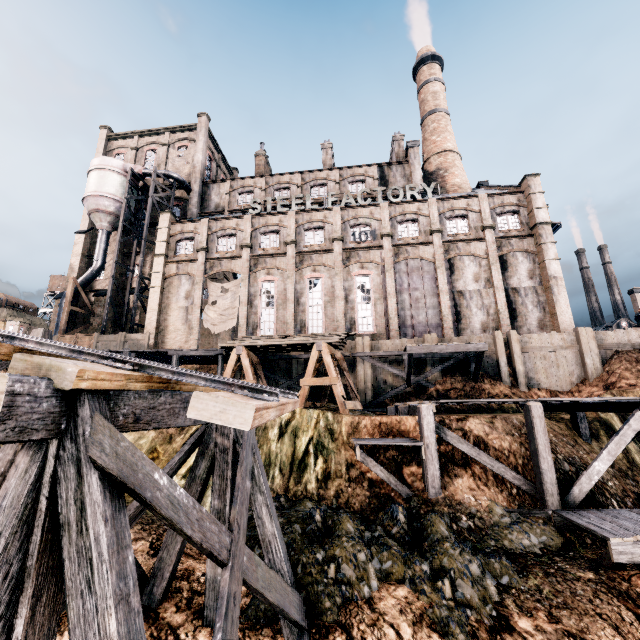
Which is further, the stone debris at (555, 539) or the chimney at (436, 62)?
the chimney at (436, 62)

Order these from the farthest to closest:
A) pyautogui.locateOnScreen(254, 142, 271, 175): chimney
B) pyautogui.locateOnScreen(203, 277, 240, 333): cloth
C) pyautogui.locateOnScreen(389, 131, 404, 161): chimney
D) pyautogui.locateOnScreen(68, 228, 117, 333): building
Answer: pyautogui.locateOnScreen(254, 142, 271, 175): chimney
pyautogui.locateOnScreen(389, 131, 404, 161): chimney
pyautogui.locateOnScreen(68, 228, 117, 333): building
pyautogui.locateOnScreen(203, 277, 240, 333): cloth

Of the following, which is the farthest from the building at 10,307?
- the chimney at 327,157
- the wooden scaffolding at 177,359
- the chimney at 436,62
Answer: the chimney at 327,157

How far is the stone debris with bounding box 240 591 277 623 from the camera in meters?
6.3

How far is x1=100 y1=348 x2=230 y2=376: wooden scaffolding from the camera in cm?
2043

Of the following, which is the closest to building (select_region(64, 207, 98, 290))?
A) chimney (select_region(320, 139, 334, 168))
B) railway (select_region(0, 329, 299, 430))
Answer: chimney (select_region(320, 139, 334, 168))

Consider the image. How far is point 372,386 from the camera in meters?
23.3

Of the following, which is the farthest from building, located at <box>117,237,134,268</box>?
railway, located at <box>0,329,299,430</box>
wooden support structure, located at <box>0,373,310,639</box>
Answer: wooden support structure, located at <box>0,373,310,639</box>
